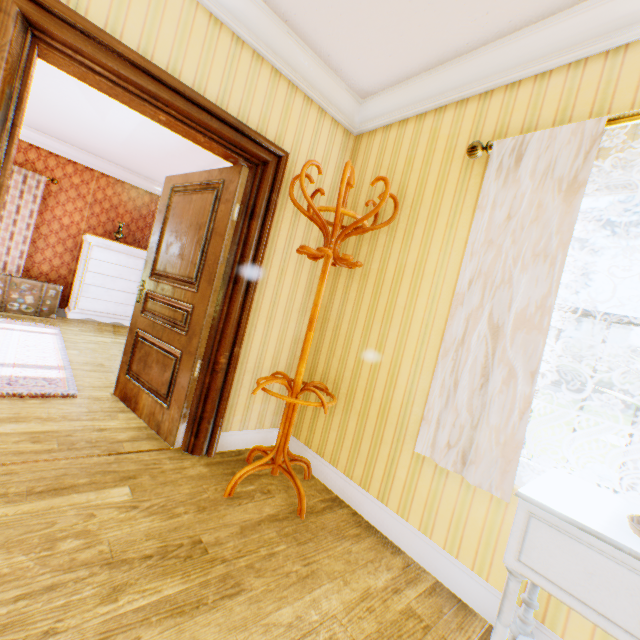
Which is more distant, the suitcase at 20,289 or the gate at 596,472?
the gate at 596,472

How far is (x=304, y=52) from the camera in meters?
2.4 m

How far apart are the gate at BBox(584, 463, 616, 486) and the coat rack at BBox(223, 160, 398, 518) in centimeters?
1413cm

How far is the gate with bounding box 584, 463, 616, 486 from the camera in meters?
11.3 m

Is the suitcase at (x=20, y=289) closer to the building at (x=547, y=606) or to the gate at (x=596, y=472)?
the building at (x=547, y=606)

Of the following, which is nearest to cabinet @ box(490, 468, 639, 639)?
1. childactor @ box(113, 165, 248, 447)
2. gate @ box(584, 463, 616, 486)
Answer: childactor @ box(113, 165, 248, 447)

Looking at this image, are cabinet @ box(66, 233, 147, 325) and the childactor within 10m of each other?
yes

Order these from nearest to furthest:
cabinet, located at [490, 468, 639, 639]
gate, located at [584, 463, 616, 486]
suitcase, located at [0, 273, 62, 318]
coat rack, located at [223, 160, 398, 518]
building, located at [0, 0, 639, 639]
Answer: cabinet, located at [490, 468, 639, 639] < building, located at [0, 0, 639, 639] < coat rack, located at [223, 160, 398, 518] < suitcase, located at [0, 273, 62, 318] < gate, located at [584, 463, 616, 486]
